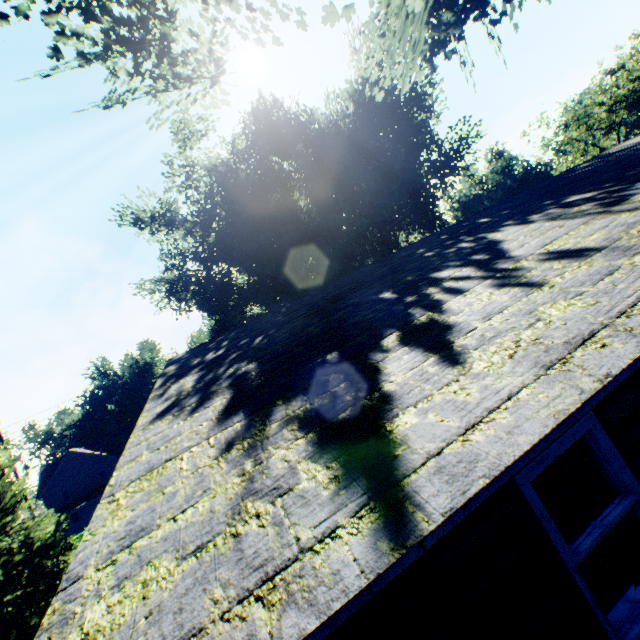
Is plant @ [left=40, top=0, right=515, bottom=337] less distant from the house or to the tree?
the tree

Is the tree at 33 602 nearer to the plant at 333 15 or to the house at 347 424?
the plant at 333 15

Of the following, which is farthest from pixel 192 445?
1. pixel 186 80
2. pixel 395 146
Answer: pixel 395 146

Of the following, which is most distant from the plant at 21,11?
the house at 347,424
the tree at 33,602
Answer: the house at 347,424

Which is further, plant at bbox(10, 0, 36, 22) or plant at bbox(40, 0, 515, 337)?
plant at bbox(40, 0, 515, 337)

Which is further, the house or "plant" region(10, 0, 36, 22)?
"plant" region(10, 0, 36, 22)

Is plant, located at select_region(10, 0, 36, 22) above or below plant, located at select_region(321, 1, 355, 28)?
above

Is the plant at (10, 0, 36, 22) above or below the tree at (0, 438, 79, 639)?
above
